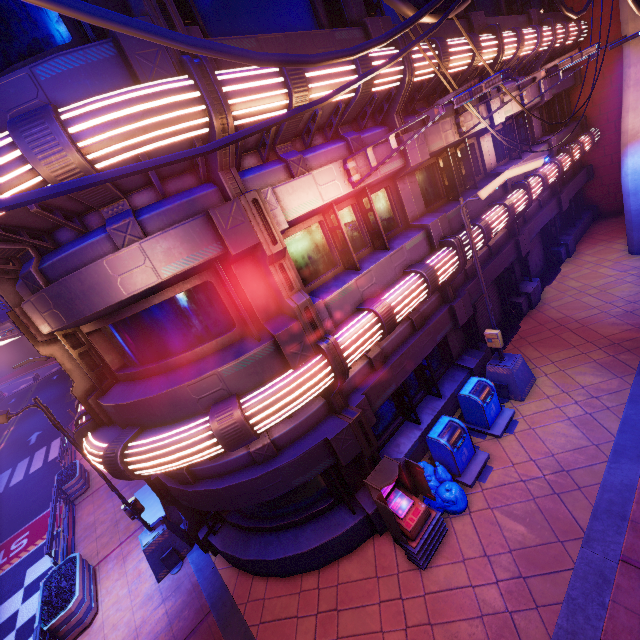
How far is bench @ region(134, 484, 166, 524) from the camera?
9.9 meters

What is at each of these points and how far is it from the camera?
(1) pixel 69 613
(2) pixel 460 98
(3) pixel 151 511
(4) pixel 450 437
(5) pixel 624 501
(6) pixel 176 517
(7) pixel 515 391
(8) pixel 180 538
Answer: (1) plant holder, 8.1m
(2) street light, 4.7m
(3) bench, 10.2m
(4) trash can, 7.6m
(5) beam, 6.0m
(6) beam, 10.6m
(7) street light, 9.0m
(8) street light, 9.1m

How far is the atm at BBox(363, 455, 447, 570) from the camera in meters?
6.2 m

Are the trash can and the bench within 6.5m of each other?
no

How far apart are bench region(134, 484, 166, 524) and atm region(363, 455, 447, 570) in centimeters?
705cm

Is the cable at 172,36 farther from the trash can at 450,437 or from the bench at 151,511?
the bench at 151,511

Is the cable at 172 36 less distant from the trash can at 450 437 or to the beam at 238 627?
the trash can at 450 437

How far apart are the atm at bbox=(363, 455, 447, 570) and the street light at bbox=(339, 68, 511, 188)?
5.76m
